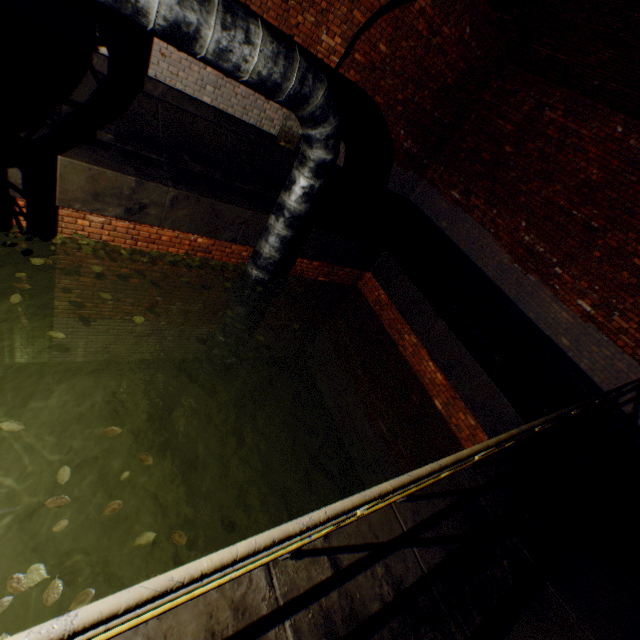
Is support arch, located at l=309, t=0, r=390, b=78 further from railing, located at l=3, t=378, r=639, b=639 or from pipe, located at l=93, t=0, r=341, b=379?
railing, located at l=3, t=378, r=639, b=639

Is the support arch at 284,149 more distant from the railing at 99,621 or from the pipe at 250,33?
the railing at 99,621

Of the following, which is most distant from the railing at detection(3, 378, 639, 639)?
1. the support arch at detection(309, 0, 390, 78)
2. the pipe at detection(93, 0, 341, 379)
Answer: the support arch at detection(309, 0, 390, 78)

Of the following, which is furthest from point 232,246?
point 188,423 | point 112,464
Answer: point 112,464

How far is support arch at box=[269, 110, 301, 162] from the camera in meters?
6.7 m

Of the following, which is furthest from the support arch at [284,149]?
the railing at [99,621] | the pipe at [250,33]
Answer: the railing at [99,621]

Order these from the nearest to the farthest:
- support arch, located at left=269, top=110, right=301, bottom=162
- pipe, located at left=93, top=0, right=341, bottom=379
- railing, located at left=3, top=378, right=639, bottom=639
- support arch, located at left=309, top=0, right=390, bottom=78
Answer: railing, located at left=3, top=378, right=639, bottom=639
pipe, located at left=93, top=0, right=341, bottom=379
support arch, located at left=309, top=0, right=390, bottom=78
support arch, located at left=269, top=110, right=301, bottom=162
